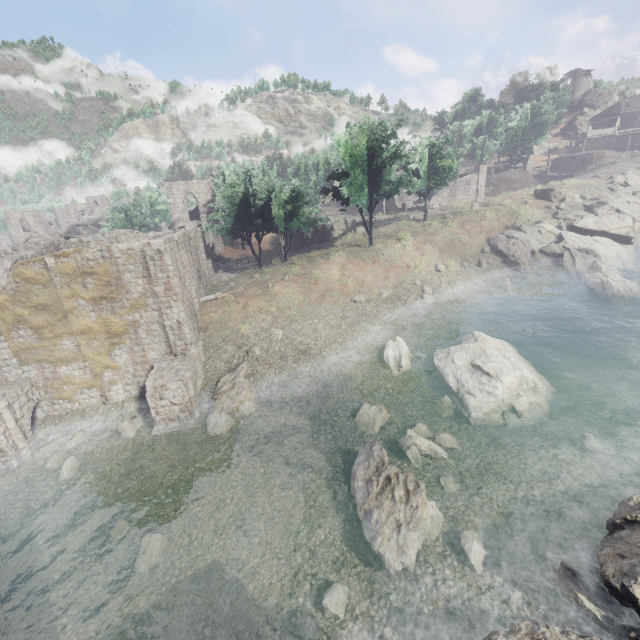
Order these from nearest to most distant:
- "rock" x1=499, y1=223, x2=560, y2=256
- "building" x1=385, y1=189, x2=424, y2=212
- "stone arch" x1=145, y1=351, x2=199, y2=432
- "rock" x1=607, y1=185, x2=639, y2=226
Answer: "stone arch" x1=145, y1=351, x2=199, y2=432 → "rock" x1=499, y1=223, x2=560, y2=256 → "rock" x1=607, y1=185, x2=639, y2=226 → "building" x1=385, y1=189, x2=424, y2=212

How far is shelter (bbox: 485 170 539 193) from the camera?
51.8 meters

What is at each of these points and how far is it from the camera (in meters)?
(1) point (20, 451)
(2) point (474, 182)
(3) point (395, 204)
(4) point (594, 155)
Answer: (1) stone arch, 17.30
(2) building, 48.44
(3) building, 55.00
(4) shelter, 58.34

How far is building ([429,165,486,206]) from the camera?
47.7 meters

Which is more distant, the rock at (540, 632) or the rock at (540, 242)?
the rock at (540, 242)

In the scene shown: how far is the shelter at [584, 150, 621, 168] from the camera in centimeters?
5841cm

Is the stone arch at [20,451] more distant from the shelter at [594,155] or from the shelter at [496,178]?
the shelter at [594,155]

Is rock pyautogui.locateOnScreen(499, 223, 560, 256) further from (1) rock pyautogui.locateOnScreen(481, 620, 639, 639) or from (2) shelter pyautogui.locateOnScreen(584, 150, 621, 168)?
(2) shelter pyautogui.locateOnScreen(584, 150, 621, 168)
